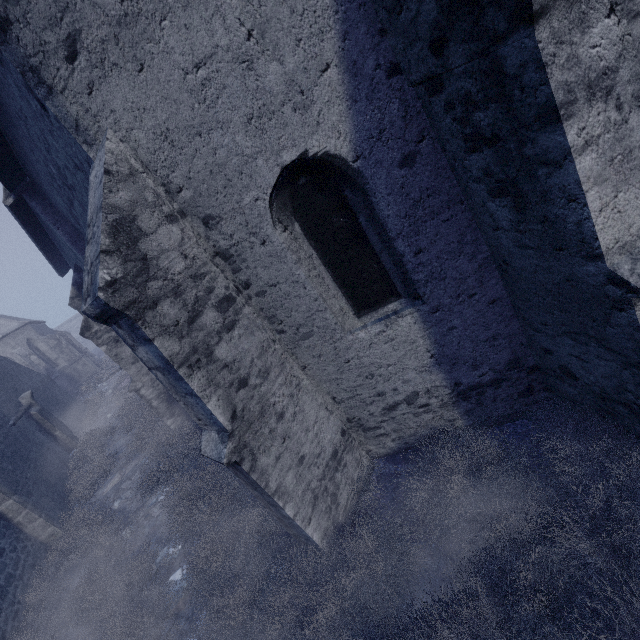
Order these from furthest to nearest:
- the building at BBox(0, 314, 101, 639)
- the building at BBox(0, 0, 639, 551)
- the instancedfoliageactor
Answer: the building at BBox(0, 314, 101, 639) → the instancedfoliageactor → the building at BBox(0, 0, 639, 551)

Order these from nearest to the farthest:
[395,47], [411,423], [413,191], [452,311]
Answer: [395,47], [413,191], [452,311], [411,423]

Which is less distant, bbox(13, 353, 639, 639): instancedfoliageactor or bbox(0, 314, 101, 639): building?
bbox(13, 353, 639, 639): instancedfoliageactor

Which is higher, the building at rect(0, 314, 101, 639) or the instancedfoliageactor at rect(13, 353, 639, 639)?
the building at rect(0, 314, 101, 639)

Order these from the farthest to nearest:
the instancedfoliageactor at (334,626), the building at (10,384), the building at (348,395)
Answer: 1. the building at (10,384)
2. the instancedfoliageactor at (334,626)
3. the building at (348,395)

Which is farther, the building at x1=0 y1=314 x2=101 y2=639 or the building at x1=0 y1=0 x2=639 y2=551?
the building at x1=0 y1=314 x2=101 y2=639

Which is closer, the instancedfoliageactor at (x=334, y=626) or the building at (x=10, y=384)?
the instancedfoliageactor at (x=334, y=626)
